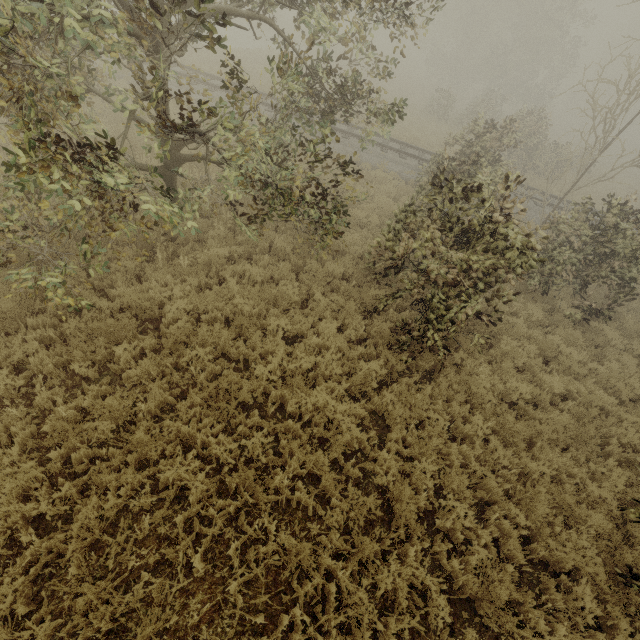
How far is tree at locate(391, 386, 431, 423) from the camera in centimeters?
596cm

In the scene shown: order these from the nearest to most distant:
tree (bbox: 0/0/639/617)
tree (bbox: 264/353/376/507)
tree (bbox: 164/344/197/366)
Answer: tree (bbox: 0/0/639/617)
tree (bbox: 264/353/376/507)
tree (bbox: 164/344/197/366)

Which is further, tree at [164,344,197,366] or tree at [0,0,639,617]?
tree at [164,344,197,366]

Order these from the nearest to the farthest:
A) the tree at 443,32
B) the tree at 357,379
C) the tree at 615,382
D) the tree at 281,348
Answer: the tree at 443,32
the tree at 357,379
the tree at 281,348
the tree at 615,382

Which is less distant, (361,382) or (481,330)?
(361,382)

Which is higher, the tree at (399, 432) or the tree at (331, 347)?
the tree at (399, 432)

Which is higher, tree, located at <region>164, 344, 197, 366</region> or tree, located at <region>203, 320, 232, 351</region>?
tree, located at <region>203, 320, 232, 351</region>
